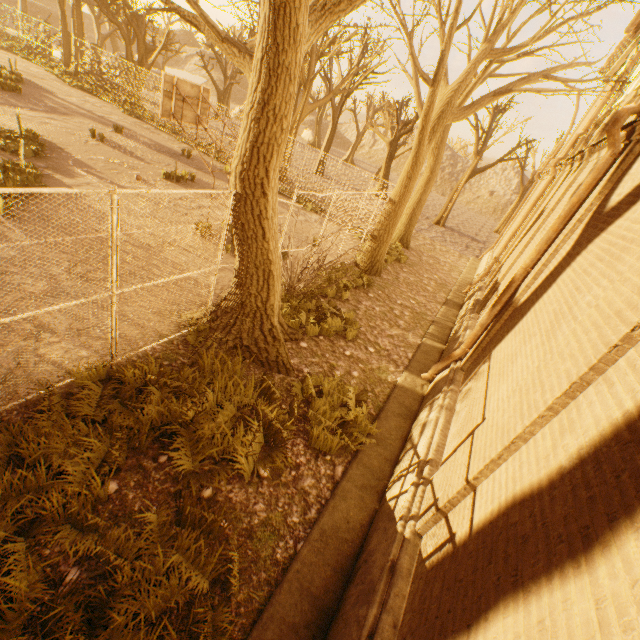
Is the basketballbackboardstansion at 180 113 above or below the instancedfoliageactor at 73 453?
above

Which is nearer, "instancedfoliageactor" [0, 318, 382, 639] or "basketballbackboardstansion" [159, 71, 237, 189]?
"instancedfoliageactor" [0, 318, 382, 639]

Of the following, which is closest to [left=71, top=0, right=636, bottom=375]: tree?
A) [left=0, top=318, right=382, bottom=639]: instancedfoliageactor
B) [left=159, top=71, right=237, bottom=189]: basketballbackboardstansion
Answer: [left=0, top=318, right=382, bottom=639]: instancedfoliageactor

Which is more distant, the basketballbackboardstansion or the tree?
the basketballbackboardstansion

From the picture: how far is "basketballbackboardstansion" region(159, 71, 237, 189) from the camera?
9.38m

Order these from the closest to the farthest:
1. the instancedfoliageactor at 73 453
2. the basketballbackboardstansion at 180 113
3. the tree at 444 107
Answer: the instancedfoliageactor at 73 453, the tree at 444 107, the basketballbackboardstansion at 180 113

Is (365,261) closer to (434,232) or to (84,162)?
(84,162)

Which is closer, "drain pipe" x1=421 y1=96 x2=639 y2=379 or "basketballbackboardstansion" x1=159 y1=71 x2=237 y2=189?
"drain pipe" x1=421 y1=96 x2=639 y2=379
